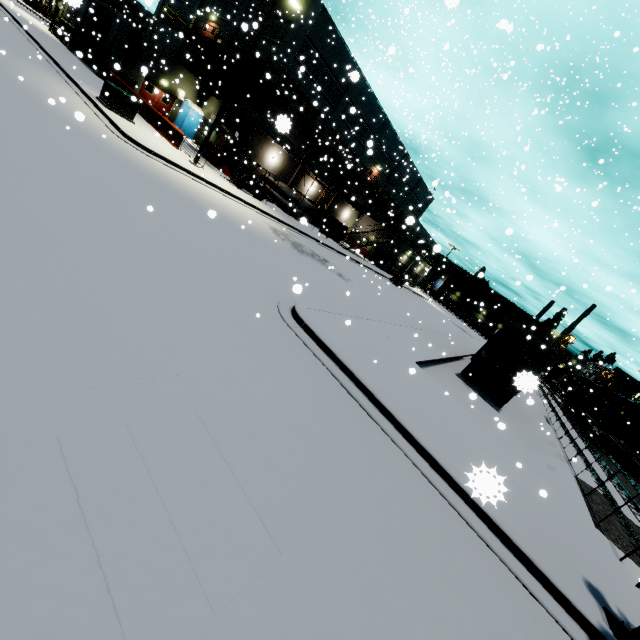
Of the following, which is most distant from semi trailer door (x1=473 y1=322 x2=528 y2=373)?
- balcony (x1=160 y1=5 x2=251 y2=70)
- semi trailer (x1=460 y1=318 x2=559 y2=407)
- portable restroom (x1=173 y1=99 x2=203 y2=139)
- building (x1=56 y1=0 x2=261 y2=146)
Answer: portable restroom (x1=173 y1=99 x2=203 y2=139)

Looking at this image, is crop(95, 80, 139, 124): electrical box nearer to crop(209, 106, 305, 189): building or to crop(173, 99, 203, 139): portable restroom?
crop(209, 106, 305, 189): building

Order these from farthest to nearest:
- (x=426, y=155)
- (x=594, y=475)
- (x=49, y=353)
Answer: (x=426, y=155) < (x=594, y=475) < (x=49, y=353)

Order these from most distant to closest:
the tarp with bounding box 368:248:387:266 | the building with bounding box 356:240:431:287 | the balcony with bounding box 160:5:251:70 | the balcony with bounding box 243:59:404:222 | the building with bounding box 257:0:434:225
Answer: the building with bounding box 356:240:431:287
the tarp with bounding box 368:248:387:266
the building with bounding box 257:0:434:225
the balcony with bounding box 160:5:251:70
the balcony with bounding box 243:59:404:222

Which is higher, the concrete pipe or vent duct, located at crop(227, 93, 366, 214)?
vent duct, located at crop(227, 93, 366, 214)

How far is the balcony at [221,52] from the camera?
25.0 meters

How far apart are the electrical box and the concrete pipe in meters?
13.7

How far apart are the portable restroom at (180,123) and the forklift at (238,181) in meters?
12.1 m
